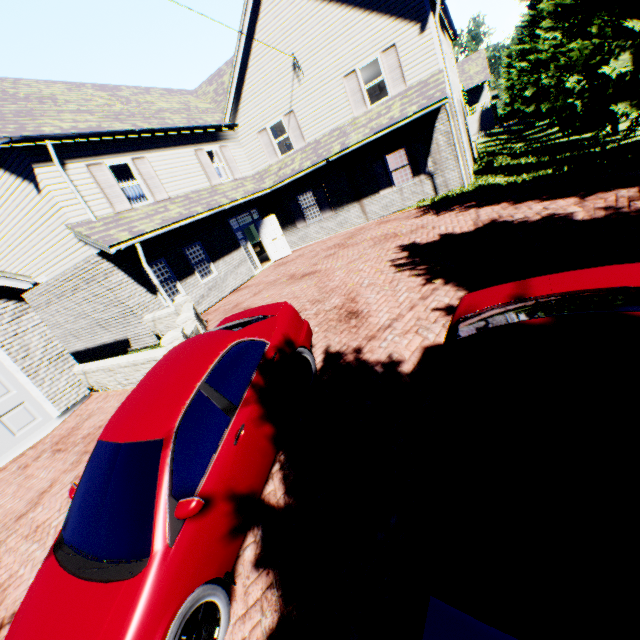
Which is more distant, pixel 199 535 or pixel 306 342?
pixel 306 342

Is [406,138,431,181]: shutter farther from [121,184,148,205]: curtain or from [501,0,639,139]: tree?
[121,184,148,205]: curtain

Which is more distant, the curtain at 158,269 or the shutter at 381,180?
the shutter at 381,180

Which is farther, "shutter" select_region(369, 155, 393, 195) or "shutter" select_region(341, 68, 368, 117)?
"shutter" select_region(369, 155, 393, 195)

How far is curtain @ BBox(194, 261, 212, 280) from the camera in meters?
13.8 m

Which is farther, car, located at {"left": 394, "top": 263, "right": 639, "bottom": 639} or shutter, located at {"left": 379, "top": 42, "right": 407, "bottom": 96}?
shutter, located at {"left": 379, "top": 42, "right": 407, "bottom": 96}

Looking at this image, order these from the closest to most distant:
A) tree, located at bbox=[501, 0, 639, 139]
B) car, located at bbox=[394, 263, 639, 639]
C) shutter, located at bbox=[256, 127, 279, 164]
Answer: car, located at bbox=[394, 263, 639, 639], tree, located at bbox=[501, 0, 639, 139], shutter, located at bbox=[256, 127, 279, 164]

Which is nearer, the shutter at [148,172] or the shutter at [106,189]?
the shutter at [106,189]
